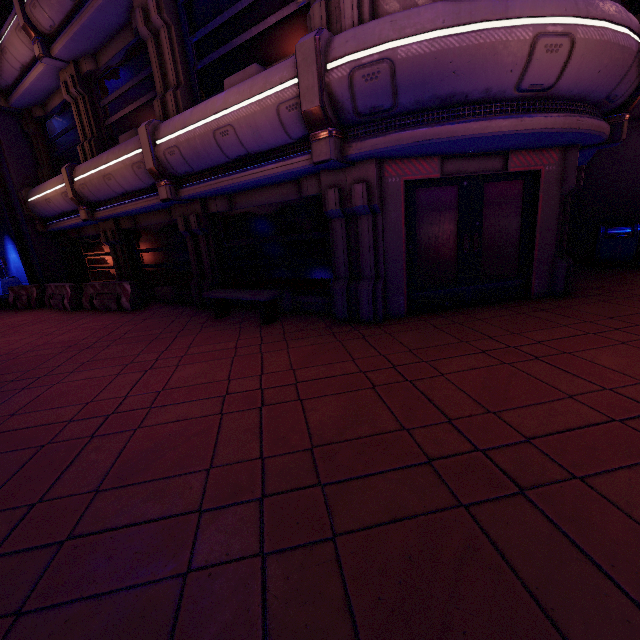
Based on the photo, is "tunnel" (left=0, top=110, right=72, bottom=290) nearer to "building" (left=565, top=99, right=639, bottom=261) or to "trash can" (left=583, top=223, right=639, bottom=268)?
"building" (left=565, top=99, right=639, bottom=261)

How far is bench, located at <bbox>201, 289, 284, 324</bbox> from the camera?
6.8 meters

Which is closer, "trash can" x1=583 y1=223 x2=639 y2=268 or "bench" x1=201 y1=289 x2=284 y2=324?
"bench" x1=201 y1=289 x2=284 y2=324

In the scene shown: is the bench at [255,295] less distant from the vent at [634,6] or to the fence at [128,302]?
the fence at [128,302]

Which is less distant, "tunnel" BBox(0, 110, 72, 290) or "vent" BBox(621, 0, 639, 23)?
"vent" BBox(621, 0, 639, 23)

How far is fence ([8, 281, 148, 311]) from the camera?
10.02m

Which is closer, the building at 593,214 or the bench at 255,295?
the bench at 255,295

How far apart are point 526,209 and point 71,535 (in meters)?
8.13
